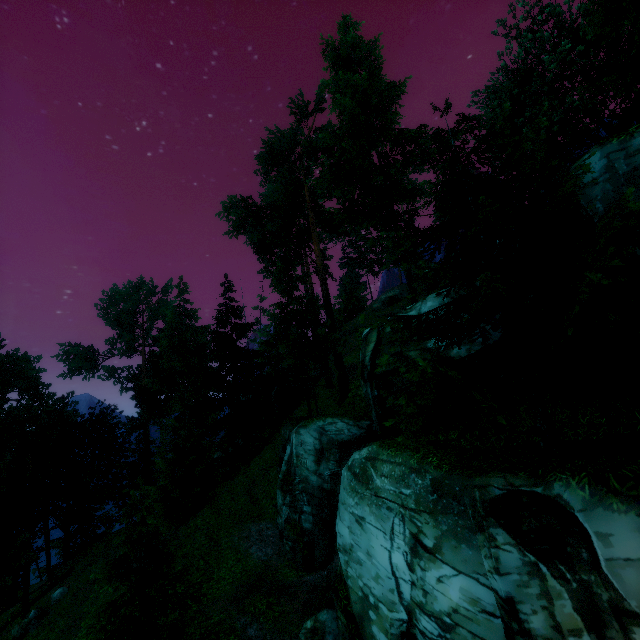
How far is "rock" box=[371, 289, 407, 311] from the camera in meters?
44.2 m

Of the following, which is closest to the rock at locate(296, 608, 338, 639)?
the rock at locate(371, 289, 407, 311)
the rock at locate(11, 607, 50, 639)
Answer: the rock at locate(11, 607, 50, 639)

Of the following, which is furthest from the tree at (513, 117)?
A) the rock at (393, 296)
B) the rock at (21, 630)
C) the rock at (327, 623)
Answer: the rock at (393, 296)

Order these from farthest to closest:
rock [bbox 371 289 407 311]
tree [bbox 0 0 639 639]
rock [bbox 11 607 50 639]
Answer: rock [bbox 371 289 407 311], rock [bbox 11 607 50 639], tree [bbox 0 0 639 639]

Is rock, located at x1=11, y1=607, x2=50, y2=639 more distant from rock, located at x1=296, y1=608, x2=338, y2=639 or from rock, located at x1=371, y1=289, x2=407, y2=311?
rock, located at x1=371, y1=289, x2=407, y2=311

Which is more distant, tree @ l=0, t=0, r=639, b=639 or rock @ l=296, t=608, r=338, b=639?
rock @ l=296, t=608, r=338, b=639

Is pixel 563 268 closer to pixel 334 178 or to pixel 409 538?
pixel 409 538

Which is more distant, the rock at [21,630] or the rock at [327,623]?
the rock at [21,630]
